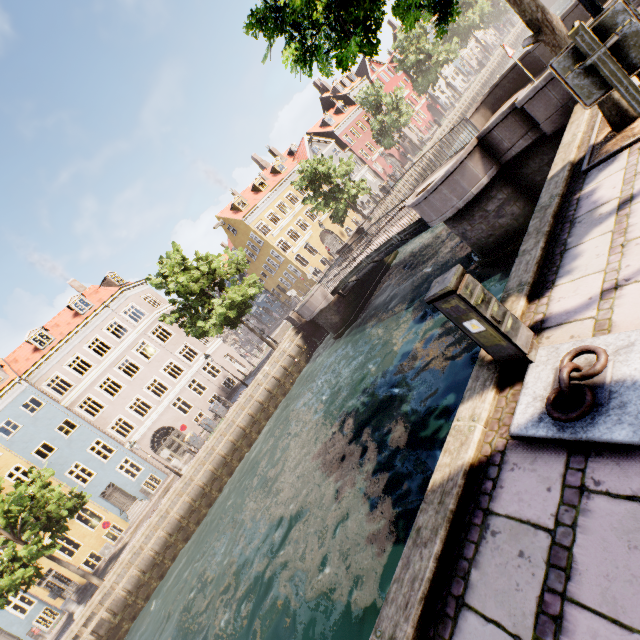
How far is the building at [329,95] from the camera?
37.66m

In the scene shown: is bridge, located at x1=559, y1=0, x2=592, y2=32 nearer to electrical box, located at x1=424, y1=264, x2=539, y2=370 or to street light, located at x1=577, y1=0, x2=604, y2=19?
street light, located at x1=577, y1=0, x2=604, y2=19

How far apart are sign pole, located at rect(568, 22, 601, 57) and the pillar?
26.5m

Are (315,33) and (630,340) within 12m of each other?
yes

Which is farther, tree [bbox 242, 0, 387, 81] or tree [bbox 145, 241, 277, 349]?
tree [bbox 145, 241, 277, 349]

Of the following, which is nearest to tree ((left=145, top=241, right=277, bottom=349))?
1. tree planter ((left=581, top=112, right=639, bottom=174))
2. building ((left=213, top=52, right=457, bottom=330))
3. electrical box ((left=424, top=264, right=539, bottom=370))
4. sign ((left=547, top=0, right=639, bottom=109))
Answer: tree planter ((left=581, top=112, right=639, bottom=174))

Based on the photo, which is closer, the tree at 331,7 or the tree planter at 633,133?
the tree at 331,7
